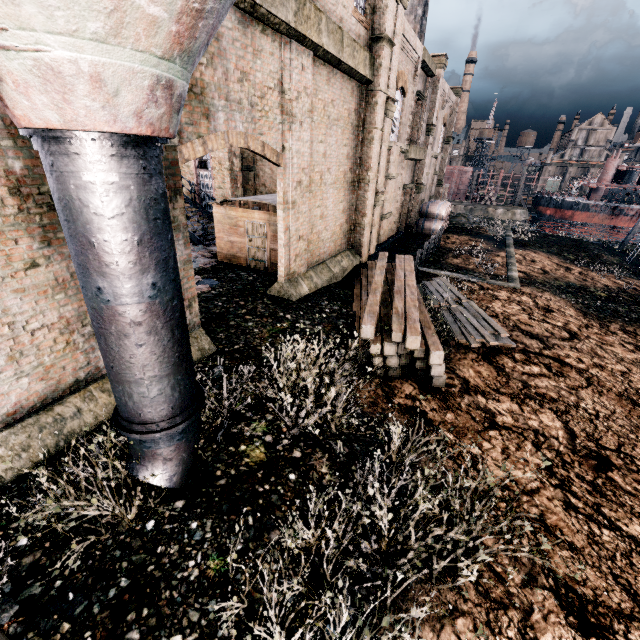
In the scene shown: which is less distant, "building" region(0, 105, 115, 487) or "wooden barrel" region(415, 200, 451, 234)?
"building" region(0, 105, 115, 487)

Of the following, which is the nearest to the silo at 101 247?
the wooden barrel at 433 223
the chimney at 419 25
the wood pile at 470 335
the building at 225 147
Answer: the building at 225 147

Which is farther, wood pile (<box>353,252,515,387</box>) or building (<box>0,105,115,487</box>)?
wood pile (<box>353,252,515,387</box>)

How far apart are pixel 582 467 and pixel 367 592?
6.0 meters

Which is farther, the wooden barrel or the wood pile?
the wooden barrel

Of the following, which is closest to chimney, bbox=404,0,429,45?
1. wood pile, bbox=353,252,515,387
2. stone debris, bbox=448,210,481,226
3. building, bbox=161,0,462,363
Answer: building, bbox=161,0,462,363

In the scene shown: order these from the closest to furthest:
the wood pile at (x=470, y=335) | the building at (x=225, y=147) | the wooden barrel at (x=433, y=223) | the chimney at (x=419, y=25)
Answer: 1. the building at (x=225, y=147)
2. the wood pile at (x=470, y=335)
3. the chimney at (x=419, y=25)
4. the wooden barrel at (x=433, y=223)

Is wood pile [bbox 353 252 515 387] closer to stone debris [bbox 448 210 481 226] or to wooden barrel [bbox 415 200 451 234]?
wooden barrel [bbox 415 200 451 234]
